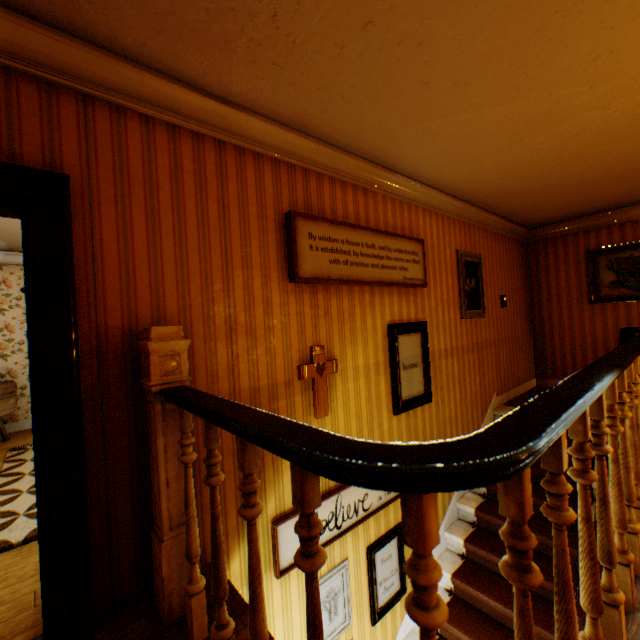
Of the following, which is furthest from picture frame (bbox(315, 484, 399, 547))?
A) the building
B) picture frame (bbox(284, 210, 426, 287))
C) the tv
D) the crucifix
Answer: the tv

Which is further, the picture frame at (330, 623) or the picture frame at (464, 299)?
the picture frame at (464, 299)

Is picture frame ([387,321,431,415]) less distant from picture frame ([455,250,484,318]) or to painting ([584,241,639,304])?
picture frame ([455,250,484,318])

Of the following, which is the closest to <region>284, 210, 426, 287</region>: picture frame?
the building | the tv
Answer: the building

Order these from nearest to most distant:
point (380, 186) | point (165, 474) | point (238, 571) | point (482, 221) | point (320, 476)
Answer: point (165, 474), point (238, 571), point (320, 476), point (380, 186), point (482, 221)

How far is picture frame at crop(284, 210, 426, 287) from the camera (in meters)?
2.69

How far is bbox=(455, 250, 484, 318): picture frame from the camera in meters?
4.6

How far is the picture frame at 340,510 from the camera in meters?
2.8
